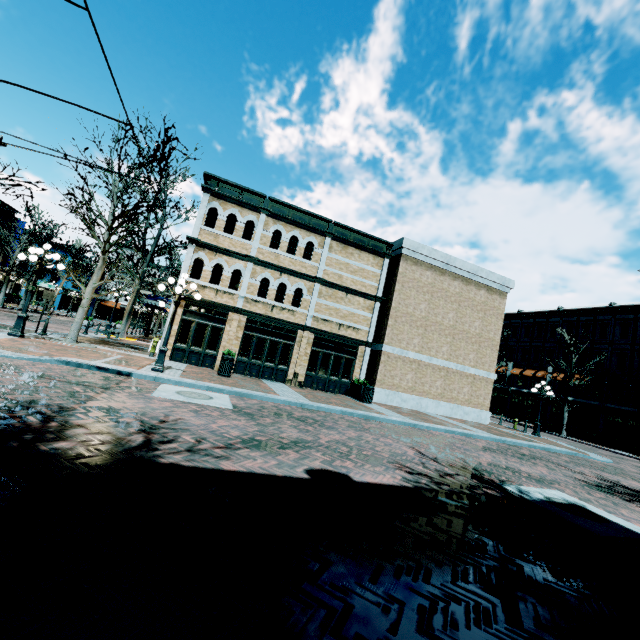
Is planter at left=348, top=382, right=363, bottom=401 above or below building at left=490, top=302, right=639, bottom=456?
below

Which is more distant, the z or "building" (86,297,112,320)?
"building" (86,297,112,320)

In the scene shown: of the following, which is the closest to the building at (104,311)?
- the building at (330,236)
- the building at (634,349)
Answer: the building at (330,236)

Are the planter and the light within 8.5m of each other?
no

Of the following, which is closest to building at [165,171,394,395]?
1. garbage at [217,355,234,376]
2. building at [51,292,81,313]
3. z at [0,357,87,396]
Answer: z at [0,357,87,396]

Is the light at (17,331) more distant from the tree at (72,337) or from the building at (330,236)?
the building at (330,236)

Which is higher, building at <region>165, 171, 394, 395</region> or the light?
building at <region>165, 171, 394, 395</region>

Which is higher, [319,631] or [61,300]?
[61,300]
